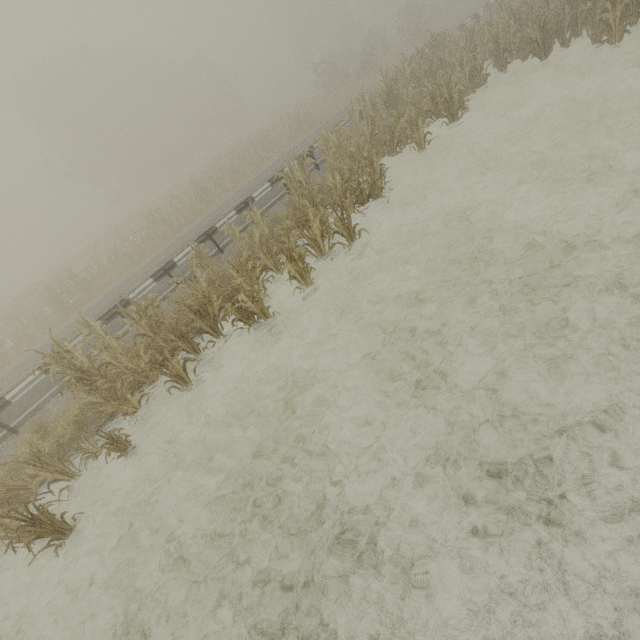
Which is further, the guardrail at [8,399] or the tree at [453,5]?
the tree at [453,5]

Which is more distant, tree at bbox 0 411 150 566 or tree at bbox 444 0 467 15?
tree at bbox 444 0 467 15

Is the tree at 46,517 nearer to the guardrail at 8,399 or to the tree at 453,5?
the guardrail at 8,399

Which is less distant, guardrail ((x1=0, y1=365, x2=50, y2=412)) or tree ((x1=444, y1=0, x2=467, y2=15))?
guardrail ((x1=0, y1=365, x2=50, y2=412))

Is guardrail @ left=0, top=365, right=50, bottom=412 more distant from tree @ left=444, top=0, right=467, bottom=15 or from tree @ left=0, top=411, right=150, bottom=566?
tree @ left=444, top=0, right=467, bottom=15

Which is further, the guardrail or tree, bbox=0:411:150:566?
the guardrail

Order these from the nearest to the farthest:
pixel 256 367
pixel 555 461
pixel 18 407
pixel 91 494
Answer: pixel 555 461 → pixel 91 494 → pixel 256 367 → pixel 18 407
